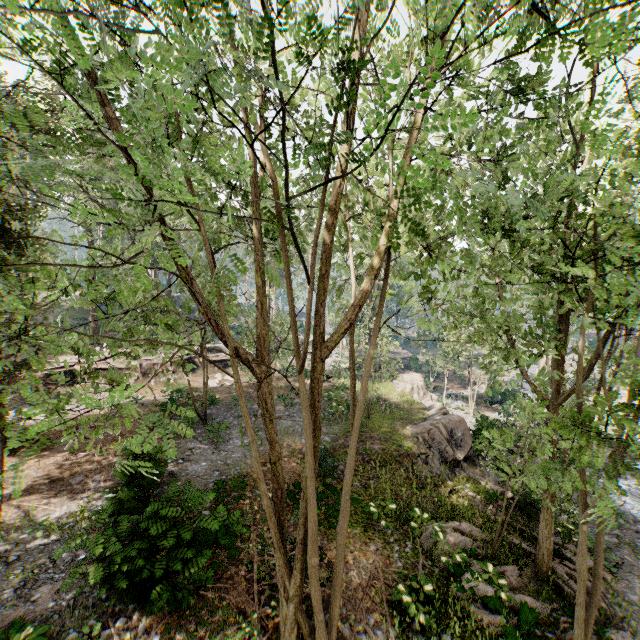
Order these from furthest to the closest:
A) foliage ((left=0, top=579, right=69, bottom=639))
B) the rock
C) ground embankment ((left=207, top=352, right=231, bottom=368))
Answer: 1. ground embankment ((left=207, top=352, right=231, bottom=368))
2. the rock
3. foliage ((left=0, top=579, right=69, bottom=639))

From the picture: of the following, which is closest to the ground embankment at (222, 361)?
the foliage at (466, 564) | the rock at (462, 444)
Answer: the foliage at (466, 564)

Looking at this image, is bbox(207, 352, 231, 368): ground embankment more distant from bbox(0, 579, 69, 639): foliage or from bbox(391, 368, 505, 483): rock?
bbox(391, 368, 505, 483): rock

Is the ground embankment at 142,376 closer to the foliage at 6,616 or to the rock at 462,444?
the foliage at 6,616

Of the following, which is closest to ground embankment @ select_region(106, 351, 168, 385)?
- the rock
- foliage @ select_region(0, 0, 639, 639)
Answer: foliage @ select_region(0, 0, 639, 639)

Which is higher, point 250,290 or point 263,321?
point 250,290

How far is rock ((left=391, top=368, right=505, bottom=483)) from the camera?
17.7m

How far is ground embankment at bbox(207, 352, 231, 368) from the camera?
30.42m
